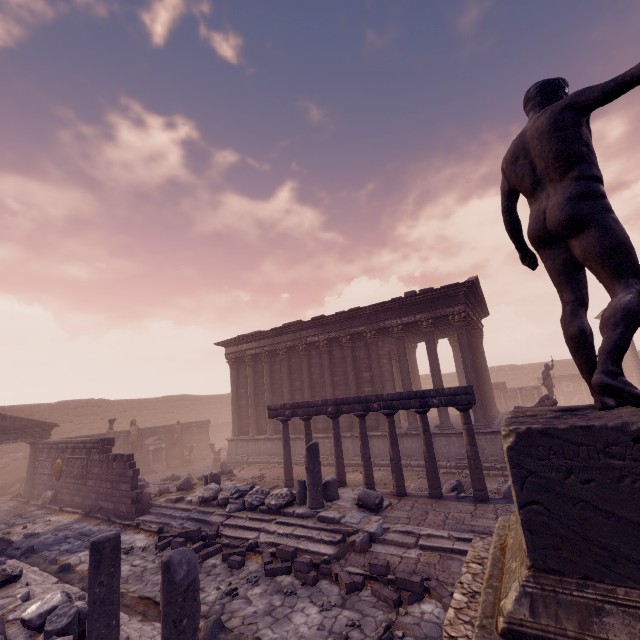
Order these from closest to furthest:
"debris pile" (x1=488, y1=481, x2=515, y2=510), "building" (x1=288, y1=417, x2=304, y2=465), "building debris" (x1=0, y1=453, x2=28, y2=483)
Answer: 1. "debris pile" (x1=488, y1=481, x2=515, y2=510)
2. "building" (x1=288, y1=417, x2=304, y2=465)
3. "building debris" (x1=0, y1=453, x2=28, y2=483)

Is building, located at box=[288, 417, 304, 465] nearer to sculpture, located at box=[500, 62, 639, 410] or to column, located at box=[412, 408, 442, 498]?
column, located at box=[412, 408, 442, 498]

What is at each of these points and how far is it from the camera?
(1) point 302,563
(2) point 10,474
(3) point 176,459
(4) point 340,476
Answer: (1) stone blocks, 6.59m
(2) building debris, 20.12m
(3) pedestal, 21.53m
(4) column, 11.00m

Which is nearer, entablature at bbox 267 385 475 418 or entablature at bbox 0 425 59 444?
entablature at bbox 267 385 475 418

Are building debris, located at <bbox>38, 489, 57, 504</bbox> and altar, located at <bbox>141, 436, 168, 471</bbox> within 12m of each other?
yes

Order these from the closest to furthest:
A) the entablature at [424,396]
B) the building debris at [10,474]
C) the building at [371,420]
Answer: the entablature at [424,396] < the building at [371,420] < the building debris at [10,474]

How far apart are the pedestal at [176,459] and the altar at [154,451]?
0.03m

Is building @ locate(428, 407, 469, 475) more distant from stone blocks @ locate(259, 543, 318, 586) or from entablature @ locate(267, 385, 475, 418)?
stone blocks @ locate(259, 543, 318, 586)
